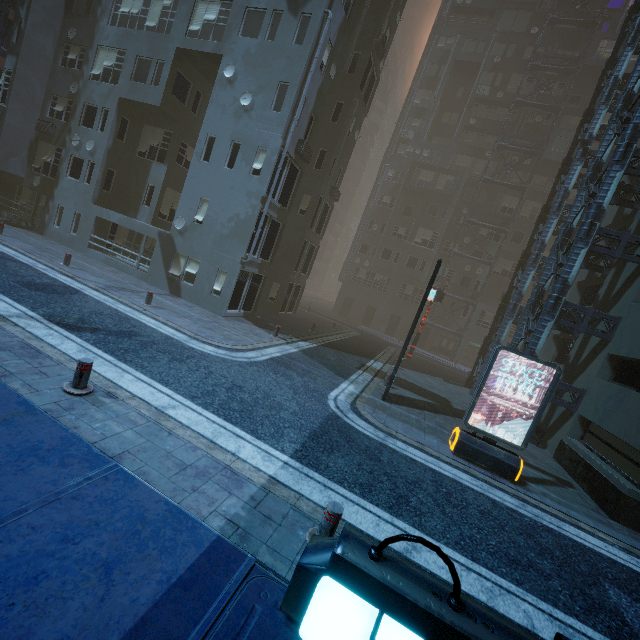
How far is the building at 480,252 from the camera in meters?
34.4

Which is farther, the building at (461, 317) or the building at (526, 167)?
the building at (461, 317)

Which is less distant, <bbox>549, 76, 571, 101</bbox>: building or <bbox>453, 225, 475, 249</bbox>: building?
<bbox>549, 76, 571, 101</bbox>: building

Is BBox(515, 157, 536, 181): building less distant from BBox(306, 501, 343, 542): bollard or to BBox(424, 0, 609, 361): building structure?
BBox(424, 0, 609, 361): building structure

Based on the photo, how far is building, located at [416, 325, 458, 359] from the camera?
35.81m

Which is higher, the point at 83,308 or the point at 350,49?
the point at 350,49

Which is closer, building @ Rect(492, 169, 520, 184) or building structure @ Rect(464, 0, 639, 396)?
building structure @ Rect(464, 0, 639, 396)
